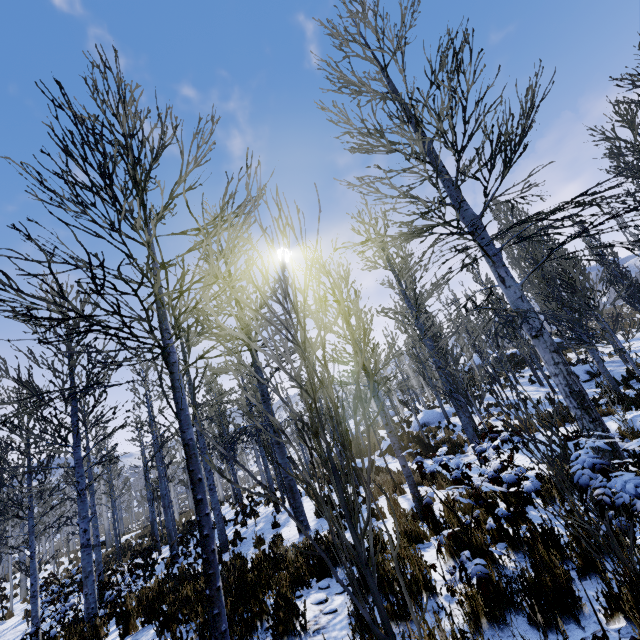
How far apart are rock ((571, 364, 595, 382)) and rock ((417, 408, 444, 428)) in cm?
818

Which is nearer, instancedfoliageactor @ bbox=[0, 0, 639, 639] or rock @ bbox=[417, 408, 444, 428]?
instancedfoliageactor @ bbox=[0, 0, 639, 639]

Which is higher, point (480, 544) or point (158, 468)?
point (158, 468)

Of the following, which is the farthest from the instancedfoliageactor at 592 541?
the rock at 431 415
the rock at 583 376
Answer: the rock at 431 415

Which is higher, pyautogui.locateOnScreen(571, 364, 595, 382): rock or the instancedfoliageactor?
pyautogui.locateOnScreen(571, 364, 595, 382): rock

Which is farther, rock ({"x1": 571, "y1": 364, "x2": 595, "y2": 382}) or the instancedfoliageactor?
rock ({"x1": 571, "y1": 364, "x2": 595, "y2": 382})

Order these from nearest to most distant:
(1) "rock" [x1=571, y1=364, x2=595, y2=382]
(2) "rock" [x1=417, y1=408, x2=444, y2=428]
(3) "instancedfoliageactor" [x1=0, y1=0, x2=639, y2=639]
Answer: (3) "instancedfoliageactor" [x1=0, y1=0, x2=639, y2=639]
(1) "rock" [x1=571, y1=364, x2=595, y2=382]
(2) "rock" [x1=417, y1=408, x2=444, y2=428]

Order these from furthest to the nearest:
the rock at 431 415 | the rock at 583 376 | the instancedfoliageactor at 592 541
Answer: the rock at 431 415
the rock at 583 376
the instancedfoliageactor at 592 541
